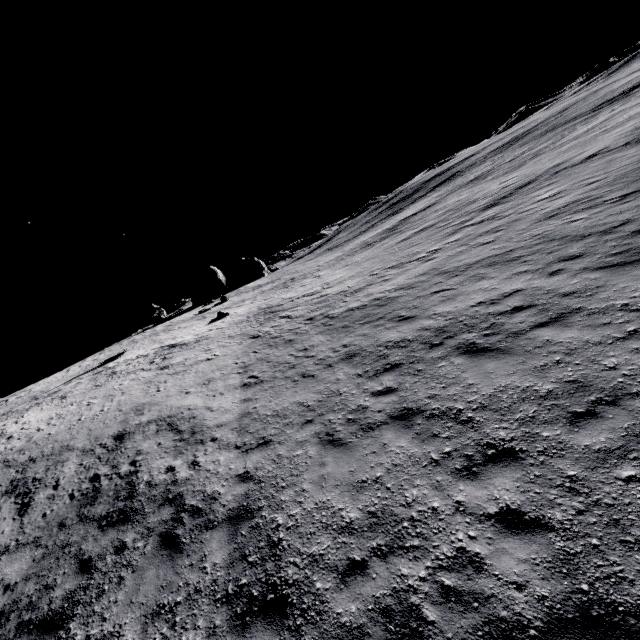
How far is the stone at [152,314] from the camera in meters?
38.3 m

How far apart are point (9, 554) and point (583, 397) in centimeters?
1462cm

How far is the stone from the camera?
38.3 meters
